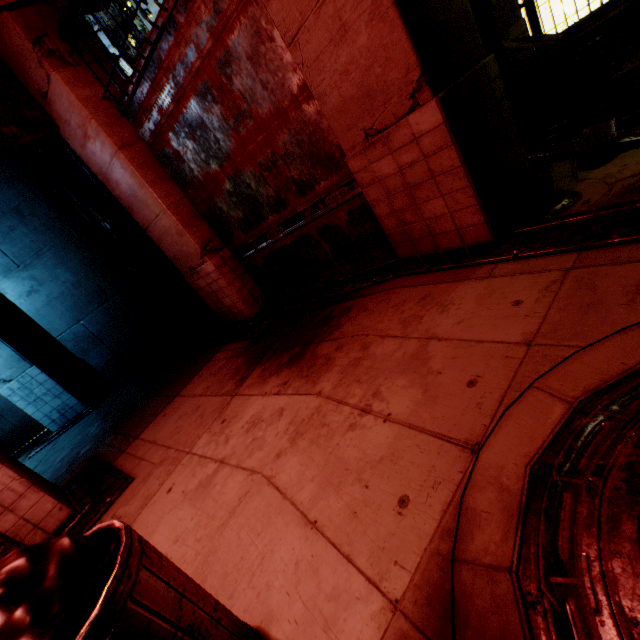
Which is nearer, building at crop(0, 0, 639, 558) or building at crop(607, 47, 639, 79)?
building at crop(0, 0, 639, 558)

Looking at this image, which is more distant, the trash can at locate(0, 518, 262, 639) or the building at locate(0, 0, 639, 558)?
the building at locate(0, 0, 639, 558)

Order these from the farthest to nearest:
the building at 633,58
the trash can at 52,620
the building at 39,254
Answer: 1. the building at 633,58
2. the building at 39,254
3. the trash can at 52,620

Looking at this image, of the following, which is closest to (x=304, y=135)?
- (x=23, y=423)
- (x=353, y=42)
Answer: (x=353, y=42)

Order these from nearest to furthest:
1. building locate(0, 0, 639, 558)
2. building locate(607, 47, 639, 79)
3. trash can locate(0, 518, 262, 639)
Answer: trash can locate(0, 518, 262, 639) → building locate(0, 0, 639, 558) → building locate(607, 47, 639, 79)

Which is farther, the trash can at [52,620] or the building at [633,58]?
the building at [633,58]

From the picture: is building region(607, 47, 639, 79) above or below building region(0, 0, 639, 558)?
below
